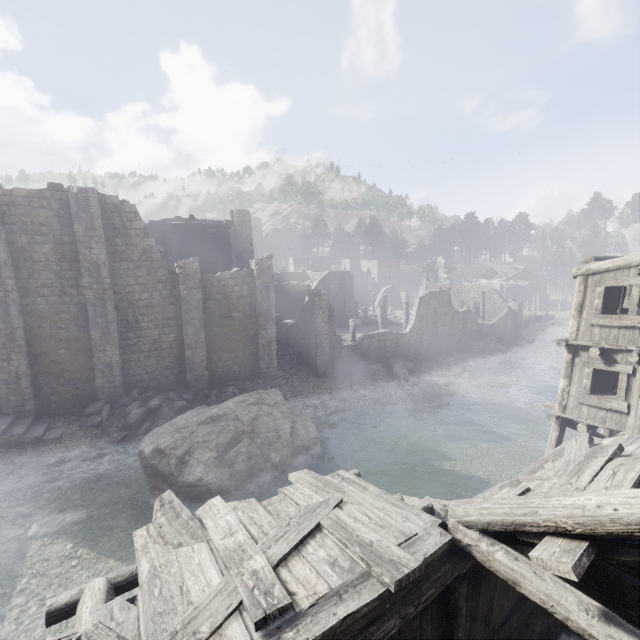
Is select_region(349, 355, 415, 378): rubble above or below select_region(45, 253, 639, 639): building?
below

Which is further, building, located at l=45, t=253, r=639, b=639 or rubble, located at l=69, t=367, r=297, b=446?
rubble, located at l=69, t=367, r=297, b=446

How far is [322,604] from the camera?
3.8m

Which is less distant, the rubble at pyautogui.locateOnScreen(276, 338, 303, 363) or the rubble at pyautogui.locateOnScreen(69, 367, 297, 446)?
the rubble at pyautogui.locateOnScreen(69, 367, 297, 446)

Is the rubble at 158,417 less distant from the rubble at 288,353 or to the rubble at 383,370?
the rubble at 288,353

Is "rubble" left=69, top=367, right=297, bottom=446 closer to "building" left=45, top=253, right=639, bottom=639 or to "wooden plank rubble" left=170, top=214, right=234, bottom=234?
"building" left=45, top=253, right=639, bottom=639

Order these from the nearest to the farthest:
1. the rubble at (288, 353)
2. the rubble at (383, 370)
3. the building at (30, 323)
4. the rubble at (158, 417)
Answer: the building at (30, 323) < the rubble at (158, 417) < the rubble at (383, 370) < the rubble at (288, 353)

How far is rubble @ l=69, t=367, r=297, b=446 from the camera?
18.09m
